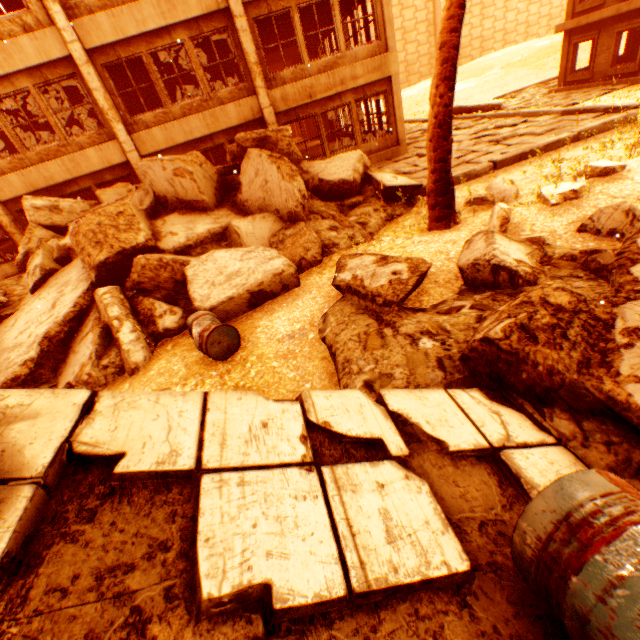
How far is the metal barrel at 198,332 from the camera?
4.4 meters

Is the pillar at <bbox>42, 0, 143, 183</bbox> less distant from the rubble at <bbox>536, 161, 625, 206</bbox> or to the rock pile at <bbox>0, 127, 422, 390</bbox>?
the rock pile at <bbox>0, 127, 422, 390</bbox>

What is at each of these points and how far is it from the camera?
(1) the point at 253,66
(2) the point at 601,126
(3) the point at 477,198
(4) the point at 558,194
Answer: (1) pillar, 10.8 meters
(2) concrete curb, 9.2 meters
(3) rubble, 7.1 meters
(4) rubble, 5.4 meters

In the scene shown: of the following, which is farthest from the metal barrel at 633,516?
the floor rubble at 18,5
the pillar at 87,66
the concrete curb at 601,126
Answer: the floor rubble at 18,5

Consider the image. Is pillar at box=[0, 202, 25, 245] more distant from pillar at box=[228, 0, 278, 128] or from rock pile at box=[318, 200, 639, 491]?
pillar at box=[228, 0, 278, 128]

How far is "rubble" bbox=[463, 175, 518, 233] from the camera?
5.1 meters

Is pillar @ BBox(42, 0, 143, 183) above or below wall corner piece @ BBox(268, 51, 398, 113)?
above

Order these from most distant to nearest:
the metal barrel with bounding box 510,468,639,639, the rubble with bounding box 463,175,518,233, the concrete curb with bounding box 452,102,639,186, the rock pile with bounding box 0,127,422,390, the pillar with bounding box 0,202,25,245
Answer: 1. the pillar with bounding box 0,202,25,245
2. the concrete curb with bounding box 452,102,639,186
3. the rock pile with bounding box 0,127,422,390
4. the rubble with bounding box 463,175,518,233
5. the metal barrel with bounding box 510,468,639,639
